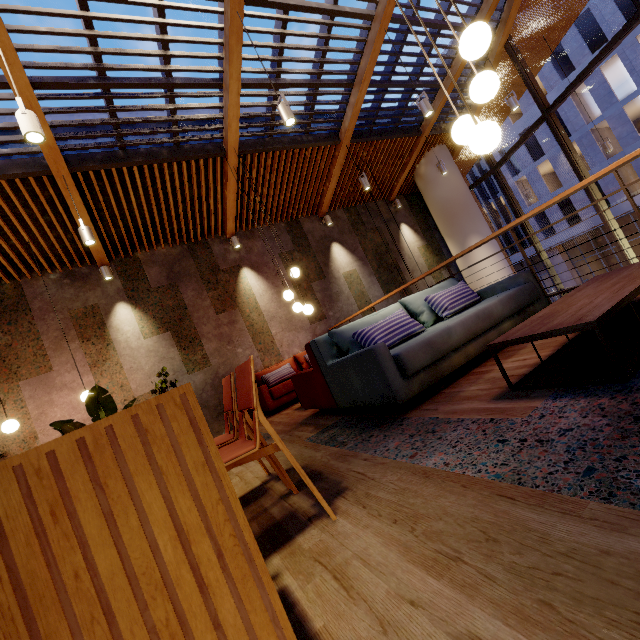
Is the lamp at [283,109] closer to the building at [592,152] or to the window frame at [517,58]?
the window frame at [517,58]

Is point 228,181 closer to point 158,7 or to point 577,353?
point 158,7

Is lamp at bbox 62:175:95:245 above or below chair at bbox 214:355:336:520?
above

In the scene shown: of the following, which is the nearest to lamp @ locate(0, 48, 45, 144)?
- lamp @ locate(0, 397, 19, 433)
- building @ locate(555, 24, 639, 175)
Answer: lamp @ locate(0, 397, 19, 433)

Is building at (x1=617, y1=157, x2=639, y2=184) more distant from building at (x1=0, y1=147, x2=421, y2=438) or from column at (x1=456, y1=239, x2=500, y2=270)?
column at (x1=456, y1=239, x2=500, y2=270)

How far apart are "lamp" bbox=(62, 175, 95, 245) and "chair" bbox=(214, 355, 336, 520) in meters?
4.2 m

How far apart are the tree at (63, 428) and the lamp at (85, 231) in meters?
2.6 m

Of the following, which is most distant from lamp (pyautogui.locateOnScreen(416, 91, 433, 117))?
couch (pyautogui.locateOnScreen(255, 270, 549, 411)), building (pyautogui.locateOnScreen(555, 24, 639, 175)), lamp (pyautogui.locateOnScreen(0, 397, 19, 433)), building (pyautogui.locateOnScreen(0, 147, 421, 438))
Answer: building (pyautogui.locateOnScreen(555, 24, 639, 175))
